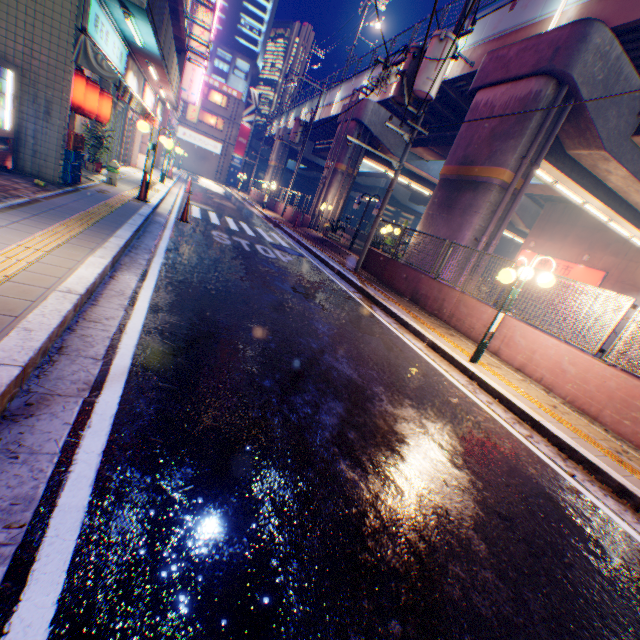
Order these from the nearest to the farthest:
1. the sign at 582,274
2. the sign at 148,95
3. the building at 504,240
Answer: the sign at 148,95
the sign at 582,274
the building at 504,240

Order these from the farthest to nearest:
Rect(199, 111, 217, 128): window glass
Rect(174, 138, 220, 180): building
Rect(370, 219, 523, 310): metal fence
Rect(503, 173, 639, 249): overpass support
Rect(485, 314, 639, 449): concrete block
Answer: Rect(174, 138, 220, 180): building
Rect(199, 111, 217, 128): window glass
Rect(503, 173, 639, 249): overpass support
Rect(370, 219, 523, 310): metal fence
Rect(485, 314, 639, 449): concrete block

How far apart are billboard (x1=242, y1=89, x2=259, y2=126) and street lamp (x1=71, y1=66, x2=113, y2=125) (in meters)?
46.02

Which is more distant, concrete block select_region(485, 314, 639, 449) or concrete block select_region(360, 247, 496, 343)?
concrete block select_region(360, 247, 496, 343)

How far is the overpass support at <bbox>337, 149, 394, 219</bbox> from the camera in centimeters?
2383cm

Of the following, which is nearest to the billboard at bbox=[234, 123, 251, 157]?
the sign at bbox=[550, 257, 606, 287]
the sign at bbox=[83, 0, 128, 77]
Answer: the sign at bbox=[83, 0, 128, 77]

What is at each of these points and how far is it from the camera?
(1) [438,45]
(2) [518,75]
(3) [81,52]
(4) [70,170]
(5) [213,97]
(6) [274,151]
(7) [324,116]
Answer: (1) electric pole, 9.7 meters
(2) overpass support, 10.7 meters
(3) awning, 7.0 meters
(4) plastic crate, 7.9 meters
(5) window glass, 45.9 meters
(6) overpass support, 41.9 meters
(7) overpass support, 29.7 meters

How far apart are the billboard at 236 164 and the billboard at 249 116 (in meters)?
4.83
